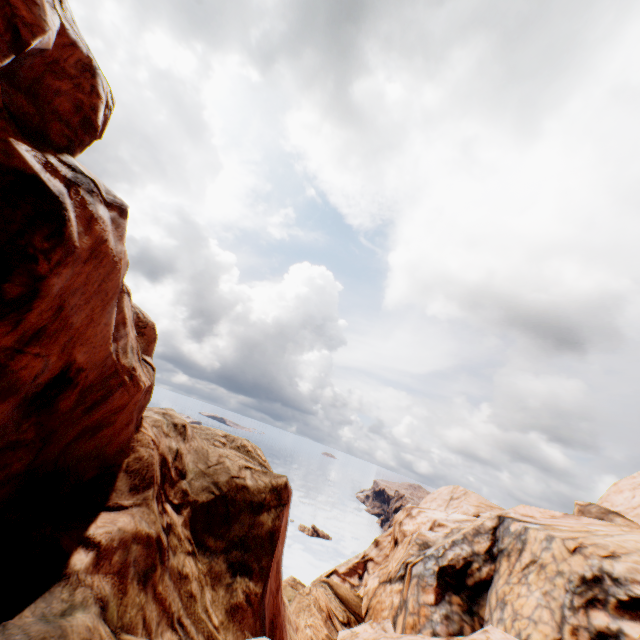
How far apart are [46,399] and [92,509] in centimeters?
264cm
